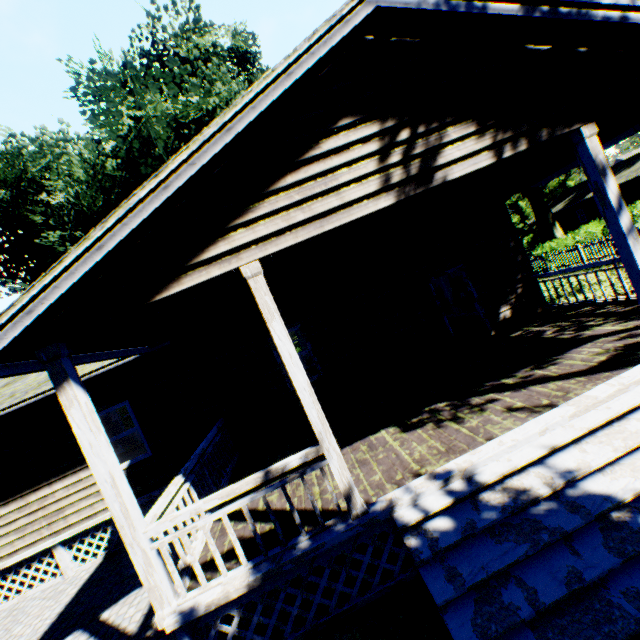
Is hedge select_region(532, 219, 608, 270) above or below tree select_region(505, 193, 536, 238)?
below

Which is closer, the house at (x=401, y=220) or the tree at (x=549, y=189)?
the house at (x=401, y=220)

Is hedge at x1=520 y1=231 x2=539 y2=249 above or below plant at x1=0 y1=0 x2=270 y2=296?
below

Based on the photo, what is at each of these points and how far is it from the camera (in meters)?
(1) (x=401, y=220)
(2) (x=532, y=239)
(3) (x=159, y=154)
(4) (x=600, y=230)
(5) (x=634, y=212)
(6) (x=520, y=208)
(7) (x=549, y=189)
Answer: (1) house, 5.48
(2) hedge, 51.41
(3) plant, 16.75
(4) hedge, 21.12
(5) hedge, 20.94
(6) tree, 53.25
(7) tree, 54.41

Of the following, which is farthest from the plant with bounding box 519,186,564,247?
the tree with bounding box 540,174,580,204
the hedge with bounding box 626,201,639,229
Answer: the hedge with bounding box 626,201,639,229

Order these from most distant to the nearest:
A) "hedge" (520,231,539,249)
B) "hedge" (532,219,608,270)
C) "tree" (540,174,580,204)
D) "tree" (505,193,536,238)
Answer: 1. "tree" (540,174,580,204)
2. "tree" (505,193,536,238)
3. "hedge" (520,231,539,249)
4. "hedge" (532,219,608,270)

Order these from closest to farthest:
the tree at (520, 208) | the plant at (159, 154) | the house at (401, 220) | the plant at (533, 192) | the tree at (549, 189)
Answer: the house at (401, 220) < the plant at (159, 154) < the plant at (533, 192) < the tree at (520, 208) < the tree at (549, 189)

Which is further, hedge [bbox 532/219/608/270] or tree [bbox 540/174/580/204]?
tree [bbox 540/174/580/204]
